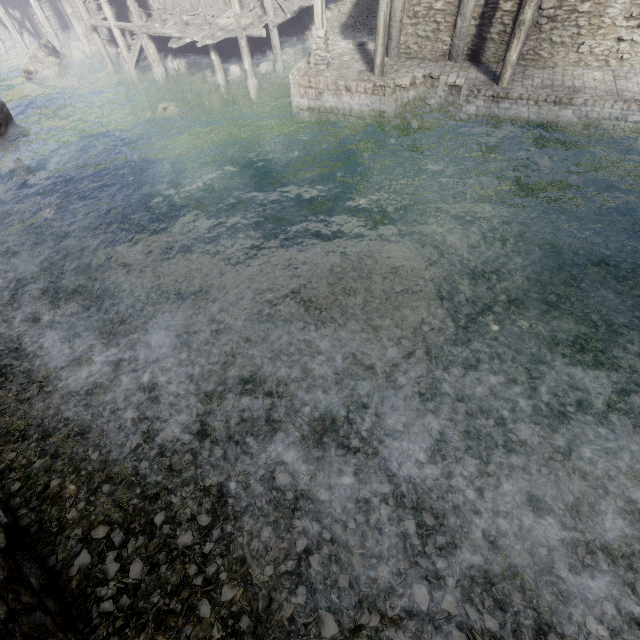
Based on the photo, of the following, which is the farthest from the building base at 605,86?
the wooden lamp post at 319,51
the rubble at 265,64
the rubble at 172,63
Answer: the rubble at 172,63

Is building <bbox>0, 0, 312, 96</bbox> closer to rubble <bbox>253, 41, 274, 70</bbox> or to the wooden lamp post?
rubble <bbox>253, 41, 274, 70</bbox>

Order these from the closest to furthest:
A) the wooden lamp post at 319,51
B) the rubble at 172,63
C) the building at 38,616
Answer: the building at 38,616 < the wooden lamp post at 319,51 < the rubble at 172,63

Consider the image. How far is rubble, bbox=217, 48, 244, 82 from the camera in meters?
17.6

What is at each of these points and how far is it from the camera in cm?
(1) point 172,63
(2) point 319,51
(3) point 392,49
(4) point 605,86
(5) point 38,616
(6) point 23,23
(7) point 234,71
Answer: (1) rubble, 1922
(2) wooden lamp post, 1320
(3) building, 1358
(4) building base, 1127
(5) building, 398
(6) building, 2558
(7) rubble, 1762

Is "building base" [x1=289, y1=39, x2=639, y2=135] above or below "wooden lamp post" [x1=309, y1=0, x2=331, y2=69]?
below
